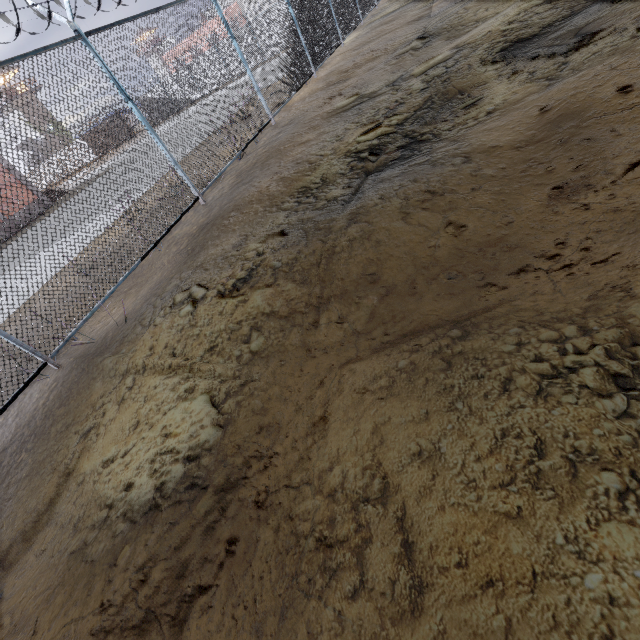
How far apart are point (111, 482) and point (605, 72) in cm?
675
